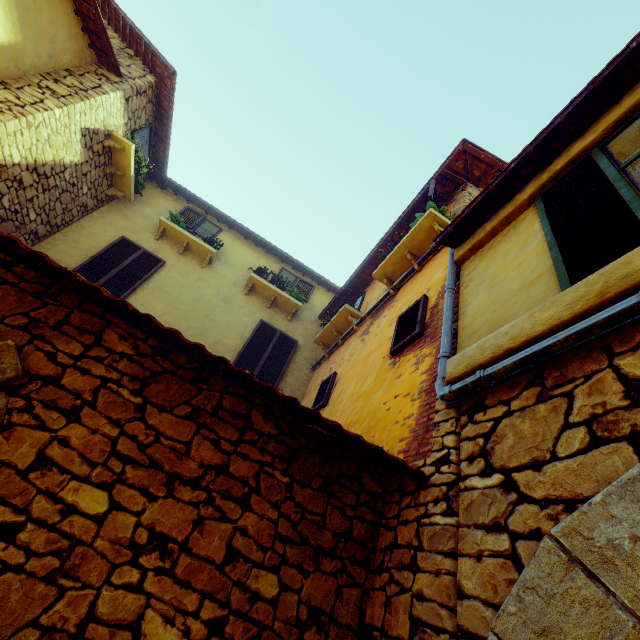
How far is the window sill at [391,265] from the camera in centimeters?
465cm

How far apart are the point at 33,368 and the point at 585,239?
3.8m

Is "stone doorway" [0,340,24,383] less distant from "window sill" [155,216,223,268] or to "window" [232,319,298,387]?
"window" [232,319,298,387]

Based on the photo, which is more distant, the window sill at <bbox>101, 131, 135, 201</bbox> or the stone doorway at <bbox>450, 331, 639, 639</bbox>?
the window sill at <bbox>101, 131, 135, 201</bbox>

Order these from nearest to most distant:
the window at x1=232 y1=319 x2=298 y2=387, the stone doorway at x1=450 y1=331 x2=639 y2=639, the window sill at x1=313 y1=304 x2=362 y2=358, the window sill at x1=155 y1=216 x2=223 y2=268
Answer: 1. the stone doorway at x1=450 y1=331 x2=639 y2=639
2. the window sill at x1=313 y1=304 x2=362 y2=358
3. the window at x1=232 y1=319 x2=298 y2=387
4. the window sill at x1=155 y1=216 x2=223 y2=268

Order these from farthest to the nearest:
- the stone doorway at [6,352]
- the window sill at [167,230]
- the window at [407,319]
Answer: the window sill at [167,230]
the window at [407,319]
the stone doorway at [6,352]

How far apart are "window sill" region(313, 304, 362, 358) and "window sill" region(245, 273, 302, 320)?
1.1 meters

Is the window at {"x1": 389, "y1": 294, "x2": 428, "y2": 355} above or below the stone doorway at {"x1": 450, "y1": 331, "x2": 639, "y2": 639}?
above
